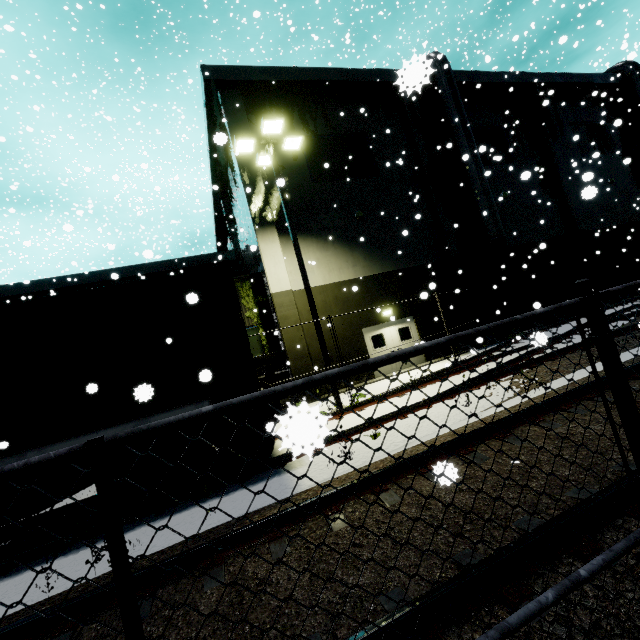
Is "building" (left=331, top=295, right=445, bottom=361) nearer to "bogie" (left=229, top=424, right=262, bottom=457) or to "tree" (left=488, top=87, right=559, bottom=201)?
"tree" (left=488, top=87, right=559, bottom=201)

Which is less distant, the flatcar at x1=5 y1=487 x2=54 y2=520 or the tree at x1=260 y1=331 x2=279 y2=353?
the flatcar at x1=5 y1=487 x2=54 y2=520

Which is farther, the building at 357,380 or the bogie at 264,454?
the building at 357,380

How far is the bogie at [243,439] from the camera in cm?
588

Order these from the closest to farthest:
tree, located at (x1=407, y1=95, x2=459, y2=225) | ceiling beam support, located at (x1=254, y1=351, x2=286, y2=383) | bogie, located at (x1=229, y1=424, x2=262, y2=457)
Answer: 1. bogie, located at (x1=229, y1=424, x2=262, y2=457)
2. ceiling beam support, located at (x1=254, y1=351, x2=286, y2=383)
3. tree, located at (x1=407, y1=95, x2=459, y2=225)

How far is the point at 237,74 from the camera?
14.77m

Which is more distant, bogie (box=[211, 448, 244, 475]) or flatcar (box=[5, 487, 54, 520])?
bogie (box=[211, 448, 244, 475])

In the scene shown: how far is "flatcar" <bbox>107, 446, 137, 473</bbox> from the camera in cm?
523
